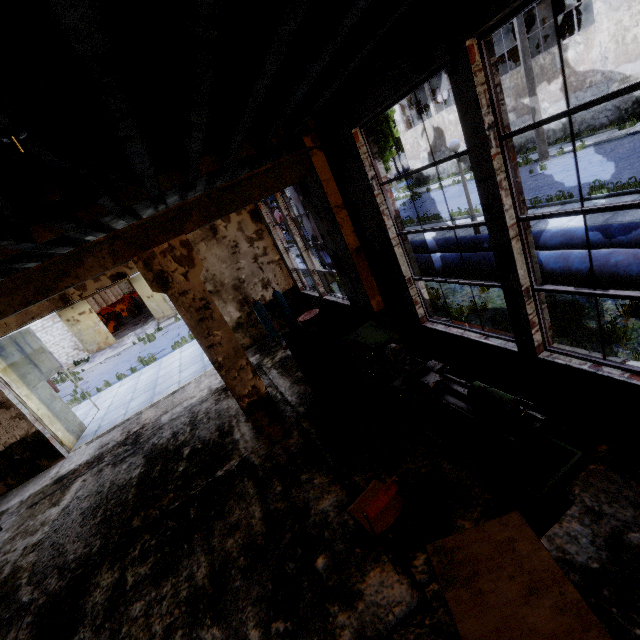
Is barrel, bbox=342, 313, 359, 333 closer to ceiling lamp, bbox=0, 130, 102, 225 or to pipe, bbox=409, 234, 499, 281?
pipe, bbox=409, 234, 499, 281

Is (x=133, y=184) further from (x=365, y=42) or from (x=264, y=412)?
(x=264, y=412)

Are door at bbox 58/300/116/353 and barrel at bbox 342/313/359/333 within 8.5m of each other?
no

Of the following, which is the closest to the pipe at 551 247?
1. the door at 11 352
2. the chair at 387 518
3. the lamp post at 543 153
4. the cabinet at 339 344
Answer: the cabinet at 339 344

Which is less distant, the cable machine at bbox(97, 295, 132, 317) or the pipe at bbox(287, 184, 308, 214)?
the pipe at bbox(287, 184, 308, 214)

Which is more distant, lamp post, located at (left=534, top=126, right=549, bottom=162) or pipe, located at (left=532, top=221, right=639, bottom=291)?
lamp post, located at (left=534, top=126, right=549, bottom=162)

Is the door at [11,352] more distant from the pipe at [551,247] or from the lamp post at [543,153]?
the lamp post at [543,153]

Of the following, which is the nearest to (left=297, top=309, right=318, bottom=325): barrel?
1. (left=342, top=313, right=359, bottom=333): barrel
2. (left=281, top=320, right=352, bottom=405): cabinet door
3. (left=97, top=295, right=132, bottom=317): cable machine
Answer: (left=342, top=313, right=359, bottom=333): barrel
